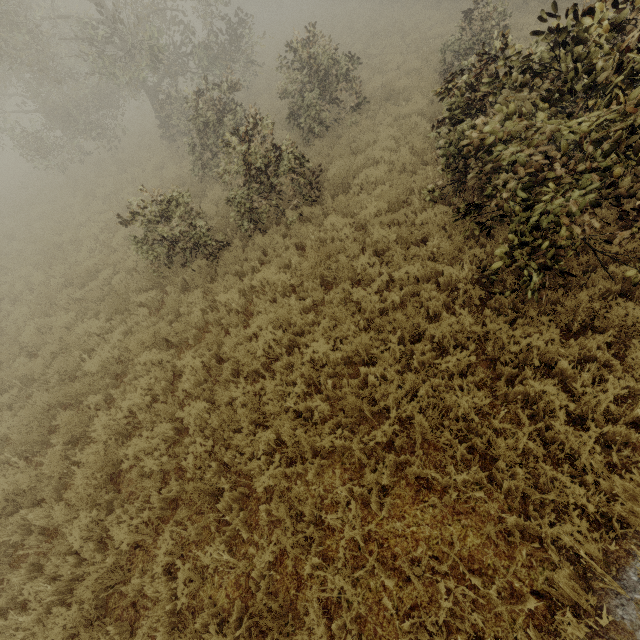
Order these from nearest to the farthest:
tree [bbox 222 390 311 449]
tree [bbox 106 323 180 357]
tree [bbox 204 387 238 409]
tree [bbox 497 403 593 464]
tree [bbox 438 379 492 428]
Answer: tree [bbox 497 403 593 464] → tree [bbox 438 379 492 428] → tree [bbox 222 390 311 449] → tree [bbox 204 387 238 409] → tree [bbox 106 323 180 357]

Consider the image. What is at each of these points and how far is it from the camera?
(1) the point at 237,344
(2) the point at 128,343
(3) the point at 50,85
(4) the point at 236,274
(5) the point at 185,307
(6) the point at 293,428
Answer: (1) tree, 6.7 meters
(2) tree, 6.9 meters
(3) tree, 16.1 meters
(4) tree, 8.4 meters
(5) tree, 7.8 meters
(6) tree, 5.1 meters

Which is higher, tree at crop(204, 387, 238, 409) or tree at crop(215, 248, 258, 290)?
tree at crop(204, 387, 238, 409)

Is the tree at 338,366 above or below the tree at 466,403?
below

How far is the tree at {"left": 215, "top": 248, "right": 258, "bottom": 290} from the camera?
7.9 meters

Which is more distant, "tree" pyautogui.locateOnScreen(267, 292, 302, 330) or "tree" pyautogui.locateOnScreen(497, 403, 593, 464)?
"tree" pyautogui.locateOnScreen(267, 292, 302, 330)

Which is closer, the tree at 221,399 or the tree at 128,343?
the tree at 221,399
